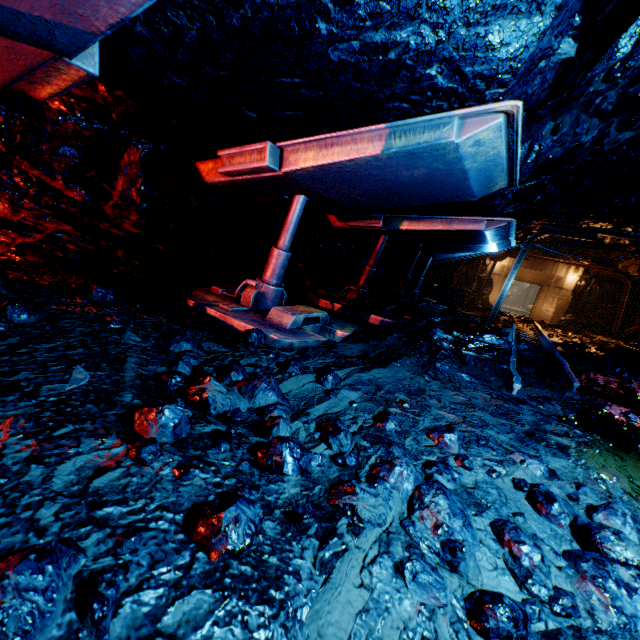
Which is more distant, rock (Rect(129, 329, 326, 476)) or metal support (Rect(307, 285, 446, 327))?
metal support (Rect(307, 285, 446, 327))

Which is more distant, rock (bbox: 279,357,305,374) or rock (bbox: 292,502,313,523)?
rock (bbox: 279,357,305,374)

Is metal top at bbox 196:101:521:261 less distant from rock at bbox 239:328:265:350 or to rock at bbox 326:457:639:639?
rock at bbox 326:457:639:639

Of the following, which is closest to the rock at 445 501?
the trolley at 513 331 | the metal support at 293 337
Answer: the trolley at 513 331

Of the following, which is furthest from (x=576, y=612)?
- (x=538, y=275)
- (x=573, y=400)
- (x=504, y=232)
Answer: (x=538, y=275)

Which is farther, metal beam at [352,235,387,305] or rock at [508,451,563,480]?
metal beam at [352,235,387,305]

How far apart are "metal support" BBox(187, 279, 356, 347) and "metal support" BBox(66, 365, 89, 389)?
1.6 meters

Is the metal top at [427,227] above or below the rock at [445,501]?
above
